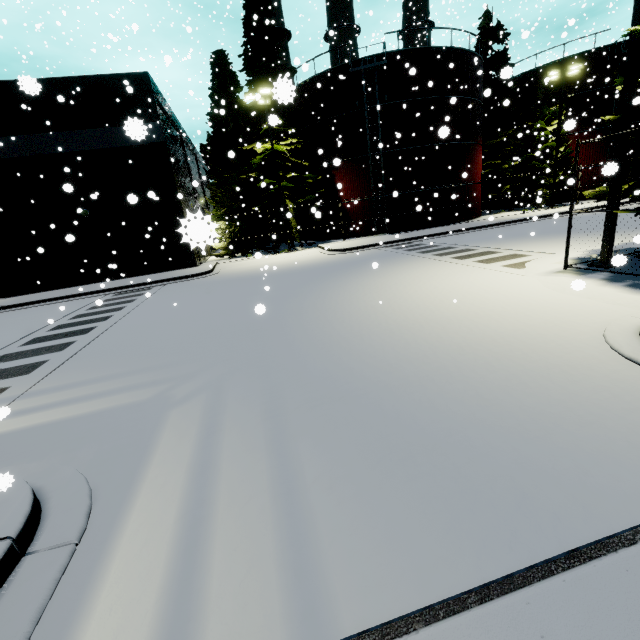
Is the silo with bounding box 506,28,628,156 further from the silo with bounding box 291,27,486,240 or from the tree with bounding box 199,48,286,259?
the tree with bounding box 199,48,286,259

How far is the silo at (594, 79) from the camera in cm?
2662

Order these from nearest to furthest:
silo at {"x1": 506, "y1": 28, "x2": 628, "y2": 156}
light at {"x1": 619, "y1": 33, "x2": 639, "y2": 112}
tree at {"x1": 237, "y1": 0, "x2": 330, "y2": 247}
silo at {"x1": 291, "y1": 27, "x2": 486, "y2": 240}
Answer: light at {"x1": 619, "y1": 33, "x2": 639, "y2": 112}, tree at {"x1": 237, "y1": 0, "x2": 330, "y2": 247}, silo at {"x1": 291, "y1": 27, "x2": 486, "y2": 240}, silo at {"x1": 506, "y1": 28, "x2": 628, "y2": 156}

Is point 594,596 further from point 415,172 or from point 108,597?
point 415,172

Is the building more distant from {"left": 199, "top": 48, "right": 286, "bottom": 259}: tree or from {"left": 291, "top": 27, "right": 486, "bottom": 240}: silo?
→ {"left": 199, "top": 48, "right": 286, "bottom": 259}: tree

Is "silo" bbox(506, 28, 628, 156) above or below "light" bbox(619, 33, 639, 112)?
above

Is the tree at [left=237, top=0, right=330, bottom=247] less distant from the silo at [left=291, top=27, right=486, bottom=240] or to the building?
the silo at [left=291, top=27, right=486, bottom=240]

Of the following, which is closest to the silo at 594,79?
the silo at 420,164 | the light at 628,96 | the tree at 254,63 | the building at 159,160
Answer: the silo at 420,164
